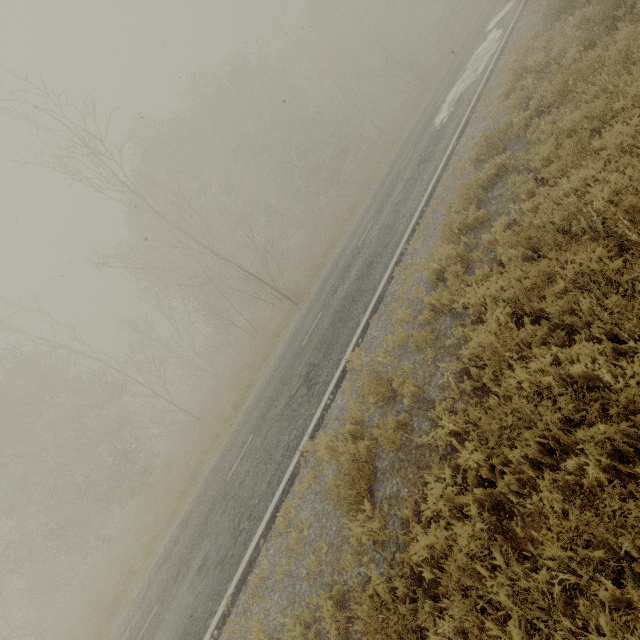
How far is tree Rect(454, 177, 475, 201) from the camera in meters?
7.3

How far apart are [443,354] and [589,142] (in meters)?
4.35

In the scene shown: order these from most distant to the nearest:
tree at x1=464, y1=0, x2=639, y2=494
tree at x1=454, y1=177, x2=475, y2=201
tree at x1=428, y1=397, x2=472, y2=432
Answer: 1. tree at x1=454, y1=177, x2=475, y2=201
2. tree at x1=428, y1=397, x2=472, y2=432
3. tree at x1=464, y1=0, x2=639, y2=494

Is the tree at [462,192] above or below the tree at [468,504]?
above

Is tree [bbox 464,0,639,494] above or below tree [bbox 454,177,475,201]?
below

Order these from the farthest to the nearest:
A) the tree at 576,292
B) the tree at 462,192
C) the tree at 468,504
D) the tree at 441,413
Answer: the tree at 462,192
the tree at 441,413
the tree at 576,292
the tree at 468,504
